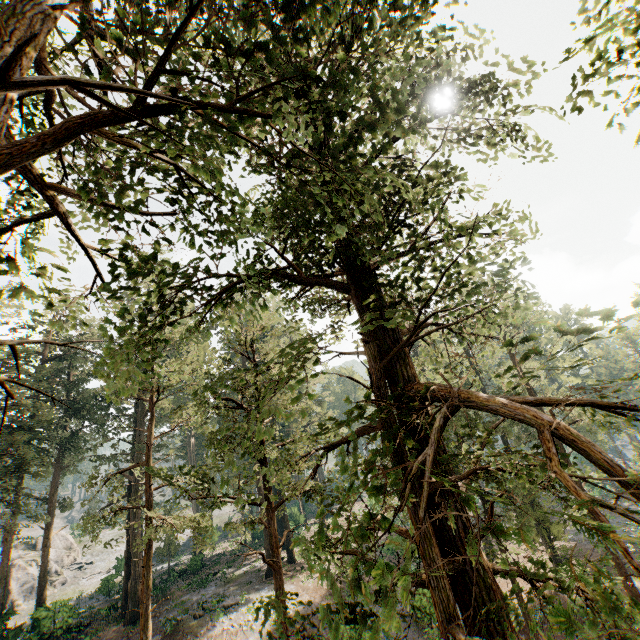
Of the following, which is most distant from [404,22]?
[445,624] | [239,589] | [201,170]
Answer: [239,589]

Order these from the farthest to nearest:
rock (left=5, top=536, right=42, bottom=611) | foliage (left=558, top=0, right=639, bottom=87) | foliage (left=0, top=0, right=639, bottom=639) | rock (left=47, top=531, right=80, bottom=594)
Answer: rock (left=47, top=531, right=80, bottom=594) < rock (left=5, top=536, right=42, bottom=611) < foliage (left=558, top=0, right=639, bottom=87) < foliage (left=0, top=0, right=639, bottom=639)

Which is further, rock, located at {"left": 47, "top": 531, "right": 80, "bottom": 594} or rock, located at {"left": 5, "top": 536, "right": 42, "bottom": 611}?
rock, located at {"left": 47, "top": 531, "right": 80, "bottom": 594}

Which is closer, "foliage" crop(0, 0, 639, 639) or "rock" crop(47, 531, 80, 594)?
"foliage" crop(0, 0, 639, 639)

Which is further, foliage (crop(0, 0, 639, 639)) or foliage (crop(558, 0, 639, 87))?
foliage (crop(558, 0, 639, 87))

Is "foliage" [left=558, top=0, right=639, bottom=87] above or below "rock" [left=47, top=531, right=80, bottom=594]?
above

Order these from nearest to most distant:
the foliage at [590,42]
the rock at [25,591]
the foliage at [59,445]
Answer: the foliage at [59,445], the foliage at [590,42], the rock at [25,591]

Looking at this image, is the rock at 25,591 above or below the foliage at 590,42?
below
